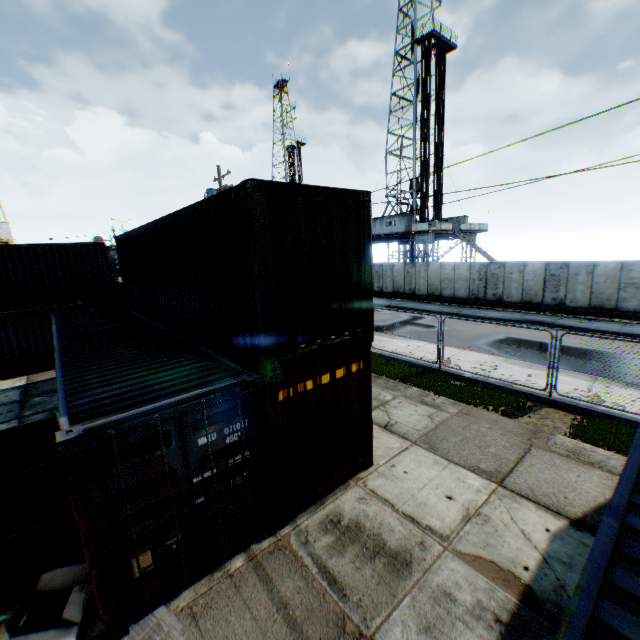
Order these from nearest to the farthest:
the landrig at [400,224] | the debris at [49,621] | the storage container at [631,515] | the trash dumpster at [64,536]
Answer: the storage container at [631,515] → the debris at [49,621] → the trash dumpster at [64,536] → the landrig at [400,224]

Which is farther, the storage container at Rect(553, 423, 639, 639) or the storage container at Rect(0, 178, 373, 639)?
the storage container at Rect(0, 178, 373, 639)

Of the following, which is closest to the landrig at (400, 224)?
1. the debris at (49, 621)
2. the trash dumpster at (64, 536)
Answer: the trash dumpster at (64, 536)

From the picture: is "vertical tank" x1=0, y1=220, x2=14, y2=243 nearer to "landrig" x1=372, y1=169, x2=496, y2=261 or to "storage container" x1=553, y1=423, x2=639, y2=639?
"landrig" x1=372, y1=169, x2=496, y2=261

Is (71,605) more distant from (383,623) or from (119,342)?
(119,342)

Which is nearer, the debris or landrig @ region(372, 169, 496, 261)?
the debris

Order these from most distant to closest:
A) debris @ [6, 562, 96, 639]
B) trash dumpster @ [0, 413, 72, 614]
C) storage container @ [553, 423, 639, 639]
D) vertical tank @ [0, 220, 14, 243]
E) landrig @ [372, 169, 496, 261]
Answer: vertical tank @ [0, 220, 14, 243] < landrig @ [372, 169, 496, 261] < trash dumpster @ [0, 413, 72, 614] < debris @ [6, 562, 96, 639] < storage container @ [553, 423, 639, 639]

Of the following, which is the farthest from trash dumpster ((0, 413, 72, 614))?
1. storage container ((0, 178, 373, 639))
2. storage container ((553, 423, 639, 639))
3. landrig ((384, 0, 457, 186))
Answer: landrig ((384, 0, 457, 186))
